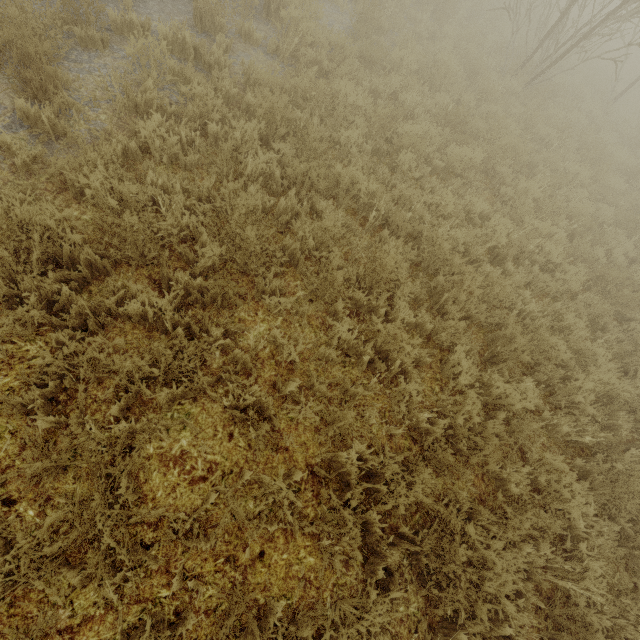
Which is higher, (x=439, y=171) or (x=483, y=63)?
(x=483, y=63)
